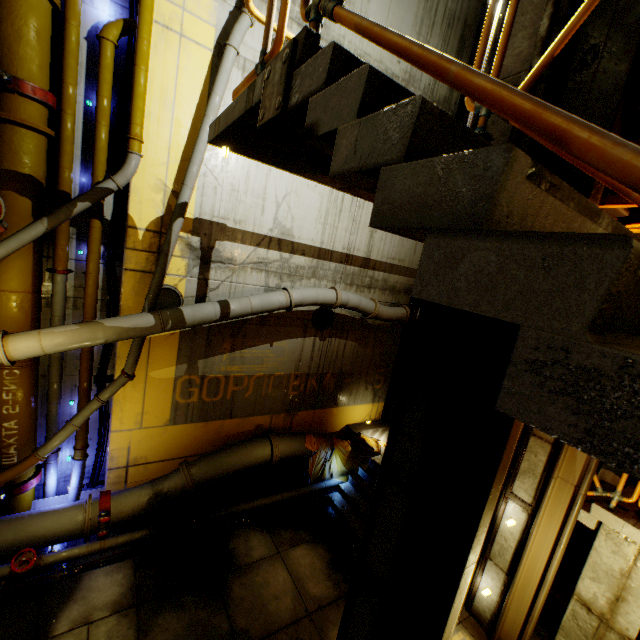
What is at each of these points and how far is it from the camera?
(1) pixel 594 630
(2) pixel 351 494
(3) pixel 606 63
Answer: (1) metal pillar, 5.96m
(2) stairs, 9.54m
(3) beam, 2.81m

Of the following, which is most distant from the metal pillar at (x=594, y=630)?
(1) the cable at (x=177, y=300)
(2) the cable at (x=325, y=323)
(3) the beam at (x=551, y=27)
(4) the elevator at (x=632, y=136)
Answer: (1) the cable at (x=177, y=300)

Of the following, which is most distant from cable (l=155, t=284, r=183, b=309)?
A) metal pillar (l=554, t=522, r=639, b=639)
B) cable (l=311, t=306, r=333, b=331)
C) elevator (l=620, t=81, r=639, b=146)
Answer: metal pillar (l=554, t=522, r=639, b=639)

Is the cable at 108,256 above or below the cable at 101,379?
above

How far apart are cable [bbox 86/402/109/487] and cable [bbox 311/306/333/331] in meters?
5.2 m

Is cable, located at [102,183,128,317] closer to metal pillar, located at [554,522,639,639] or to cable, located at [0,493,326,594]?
cable, located at [0,493,326,594]

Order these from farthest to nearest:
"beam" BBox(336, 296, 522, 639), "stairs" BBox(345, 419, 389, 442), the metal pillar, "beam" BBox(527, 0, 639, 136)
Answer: "stairs" BBox(345, 419, 389, 442)
the metal pillar
"beam" BBox(336, 296, 522, 639)
"beam" BBox(527, 0, 639, 136)

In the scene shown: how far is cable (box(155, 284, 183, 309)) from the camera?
7.66m
